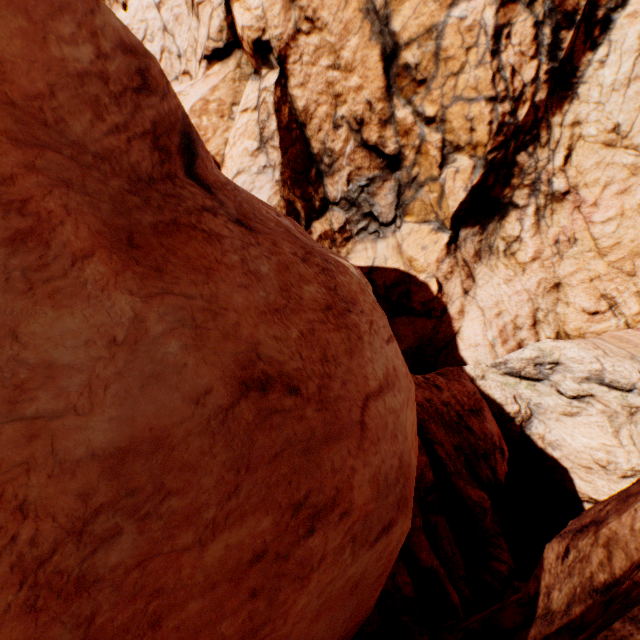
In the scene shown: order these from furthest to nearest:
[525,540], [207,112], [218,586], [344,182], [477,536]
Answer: [207,112] → [344,182] → [525,540] → [477,536] → [218,586]
